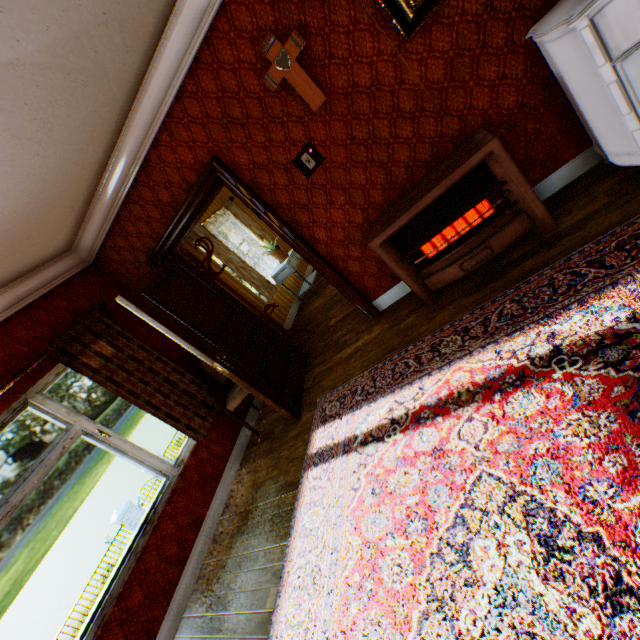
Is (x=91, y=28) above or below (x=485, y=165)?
above

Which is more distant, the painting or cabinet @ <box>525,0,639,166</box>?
the painting

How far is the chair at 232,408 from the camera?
4.0 meters

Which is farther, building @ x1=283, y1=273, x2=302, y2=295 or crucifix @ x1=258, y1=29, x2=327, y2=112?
building @ x1=283, y1=273, x2=302, y2=295

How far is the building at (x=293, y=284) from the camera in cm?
709

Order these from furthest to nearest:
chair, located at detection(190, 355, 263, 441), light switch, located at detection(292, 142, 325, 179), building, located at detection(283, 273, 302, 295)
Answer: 1. building, located at detection(283, 273, 302, 295)
2. chair, located at detection(190, 355, 263, 441)
3. light switch, located at detection(292, 142, 325, 179)

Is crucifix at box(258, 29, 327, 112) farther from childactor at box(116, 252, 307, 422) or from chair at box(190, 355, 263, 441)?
chair at box(190, 355, 263, 441)

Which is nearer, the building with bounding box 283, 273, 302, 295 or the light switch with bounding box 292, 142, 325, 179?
the light switch with bounding box 292, 142, 325, 179
